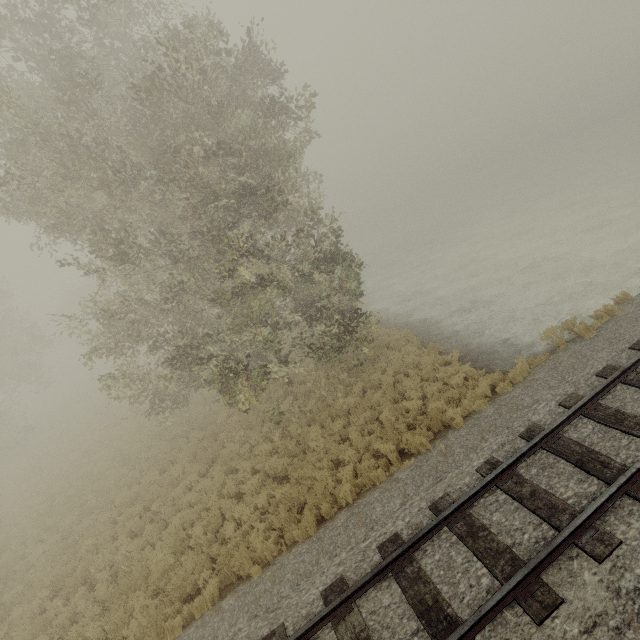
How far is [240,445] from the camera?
13.4 meters
